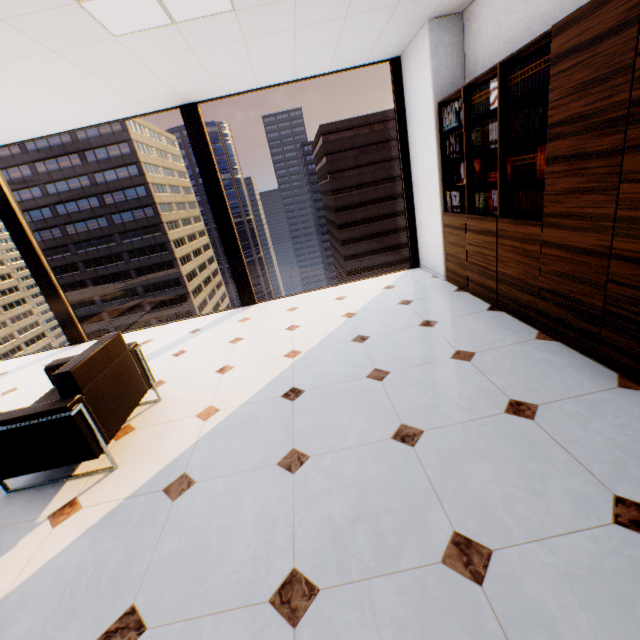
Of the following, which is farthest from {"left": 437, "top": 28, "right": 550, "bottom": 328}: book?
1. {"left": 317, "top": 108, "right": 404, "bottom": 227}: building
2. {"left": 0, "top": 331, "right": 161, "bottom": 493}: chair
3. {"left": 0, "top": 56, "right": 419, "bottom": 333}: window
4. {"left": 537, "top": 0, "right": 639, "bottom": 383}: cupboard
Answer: {"left": 317, "top": 108, "right": 404, "bottom": 227}: building

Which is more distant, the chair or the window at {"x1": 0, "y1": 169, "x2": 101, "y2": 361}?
the window at {"x1": 0, "y1": 169, "x2": 101, "y2": 361}

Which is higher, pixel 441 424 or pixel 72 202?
pixel 72 202

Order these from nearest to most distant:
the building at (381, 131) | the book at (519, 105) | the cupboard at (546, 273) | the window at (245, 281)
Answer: the cupboard at (546, 273) → the book at (519, 105) → the window at (245, 281) → the building at (381, 131)

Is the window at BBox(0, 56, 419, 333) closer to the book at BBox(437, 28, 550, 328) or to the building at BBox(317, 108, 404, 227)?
the book at BBox(437, 28, 550, 328)

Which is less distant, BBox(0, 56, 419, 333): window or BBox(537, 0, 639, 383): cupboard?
BBox(537, 0, 639, 383): cupboard

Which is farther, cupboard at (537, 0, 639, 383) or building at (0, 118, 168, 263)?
building at (0, 118, 168, 263)

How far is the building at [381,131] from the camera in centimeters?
5431cm
